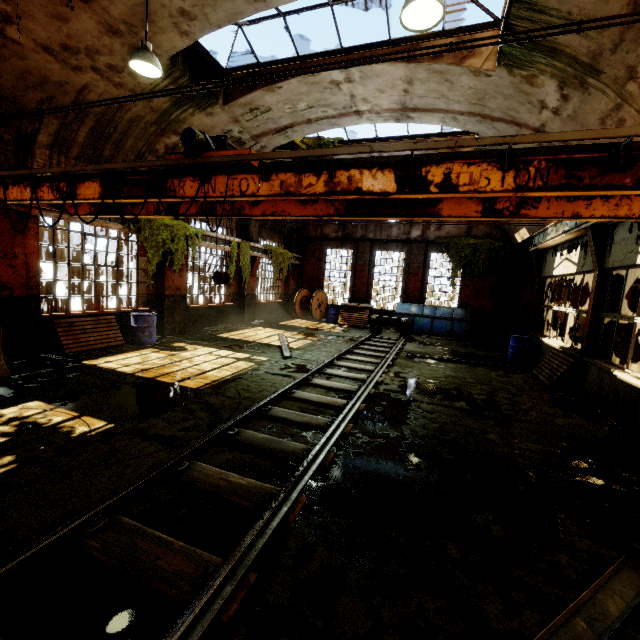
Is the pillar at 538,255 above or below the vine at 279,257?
above

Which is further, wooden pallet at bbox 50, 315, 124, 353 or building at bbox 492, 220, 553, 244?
building at bbox 492, 220, 553, 244

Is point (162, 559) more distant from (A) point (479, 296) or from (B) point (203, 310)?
(A) point (479, 296)

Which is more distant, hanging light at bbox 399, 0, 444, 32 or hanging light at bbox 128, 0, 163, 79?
hanging light at bbox 128, 0, 163, 79

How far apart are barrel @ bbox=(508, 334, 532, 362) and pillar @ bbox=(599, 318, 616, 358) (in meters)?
3.43

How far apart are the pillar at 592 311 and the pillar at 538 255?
4.7m

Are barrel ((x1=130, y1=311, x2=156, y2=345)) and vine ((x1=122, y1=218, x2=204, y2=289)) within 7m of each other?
yes

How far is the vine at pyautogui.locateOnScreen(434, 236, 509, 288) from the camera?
16.83m
